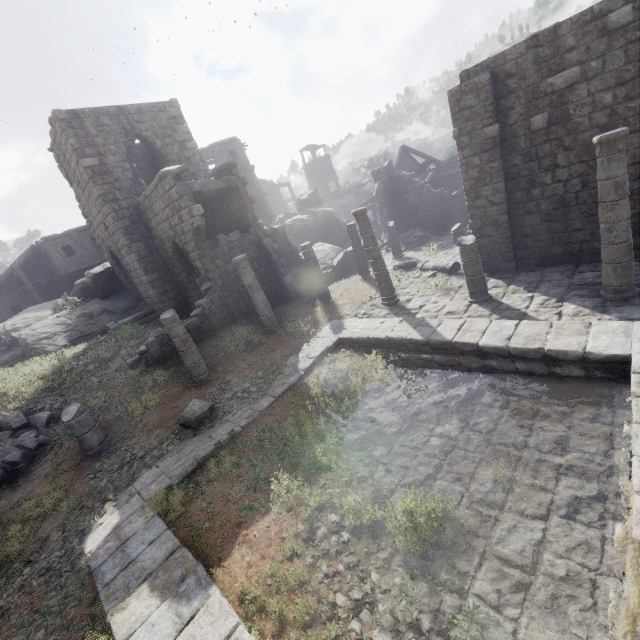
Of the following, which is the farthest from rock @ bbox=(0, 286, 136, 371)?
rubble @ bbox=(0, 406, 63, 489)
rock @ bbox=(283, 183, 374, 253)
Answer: rock @ bbox=(283, 183, 374, 253)

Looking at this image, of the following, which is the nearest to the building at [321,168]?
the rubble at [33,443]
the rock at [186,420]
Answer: the rubble at [33,443]

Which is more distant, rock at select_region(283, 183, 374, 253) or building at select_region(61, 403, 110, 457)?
rock at select_region(283, 183, 374, 253)

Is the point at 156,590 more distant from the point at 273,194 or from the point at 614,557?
the point at 273,194

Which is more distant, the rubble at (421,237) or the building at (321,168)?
the building at (321,168)

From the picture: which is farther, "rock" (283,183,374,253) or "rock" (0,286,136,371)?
"rock" (283,183,374,253)

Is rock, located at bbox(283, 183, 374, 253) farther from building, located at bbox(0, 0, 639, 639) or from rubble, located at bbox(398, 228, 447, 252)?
rubble, located at bbox(398, 228, 447, 252)

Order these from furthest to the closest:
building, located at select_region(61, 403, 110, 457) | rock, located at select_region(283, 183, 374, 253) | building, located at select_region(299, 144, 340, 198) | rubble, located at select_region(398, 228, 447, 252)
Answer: building, located at select_region(299, 144, 340, 198), rock, located at select_region(283, 183, 374, 253), rubble, located at select_region(398, 228, 447, 252), building, located at select_region(61, 403, 110, 457)
